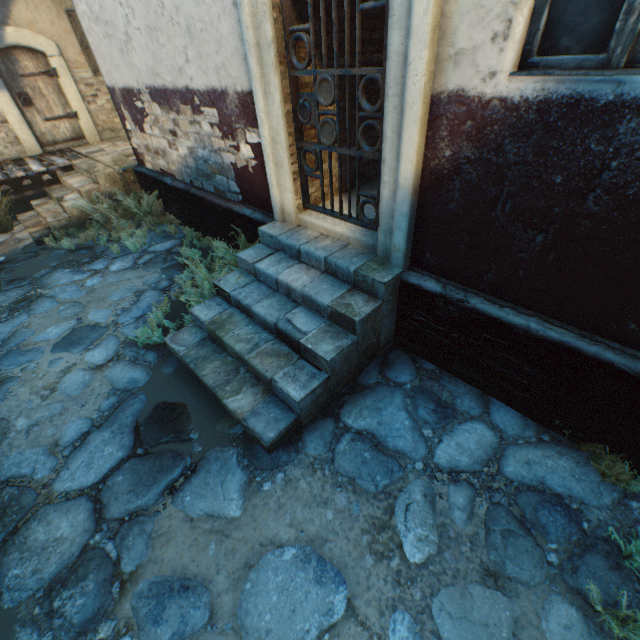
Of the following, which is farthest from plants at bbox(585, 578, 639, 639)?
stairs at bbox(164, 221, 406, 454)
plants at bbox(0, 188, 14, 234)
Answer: plants at bbox(0, 188, 14, 234)

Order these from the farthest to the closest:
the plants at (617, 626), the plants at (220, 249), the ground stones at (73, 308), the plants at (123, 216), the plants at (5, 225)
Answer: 1. the plants at (5, 225)
2. the plants at (123, 216)
3. the ground stones at (73, 308)
4. the plants at (220, 249)
5. the plants at (617, 626)

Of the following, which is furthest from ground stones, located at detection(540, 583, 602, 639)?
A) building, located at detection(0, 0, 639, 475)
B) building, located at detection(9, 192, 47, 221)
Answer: building, located at detection(9, 192, 47, 221)

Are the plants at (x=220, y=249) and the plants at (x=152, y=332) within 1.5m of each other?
yes

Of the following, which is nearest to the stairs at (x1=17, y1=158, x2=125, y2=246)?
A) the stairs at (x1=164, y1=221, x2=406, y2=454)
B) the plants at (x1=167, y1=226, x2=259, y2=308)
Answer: the plants at (x1=167, y1=226, x2=259, y2=308)

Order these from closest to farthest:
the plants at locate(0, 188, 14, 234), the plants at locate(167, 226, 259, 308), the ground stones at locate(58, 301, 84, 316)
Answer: the plants at locate(167, 226, 259, 308) → the ground stones at locate(58, 301, 84, 316) → the plants at locate(0, 188, 14, 234)

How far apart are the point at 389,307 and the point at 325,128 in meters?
1.9

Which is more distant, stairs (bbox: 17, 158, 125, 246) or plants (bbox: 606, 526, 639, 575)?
stairs (bbox: 17, 158, 125, 246)
